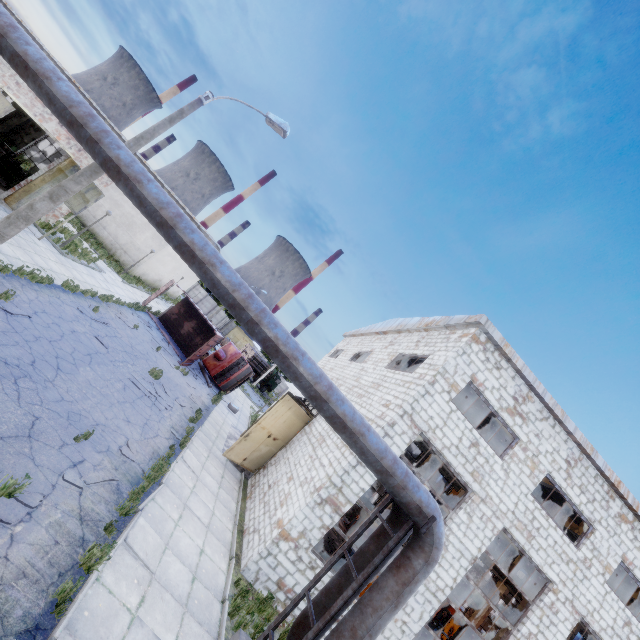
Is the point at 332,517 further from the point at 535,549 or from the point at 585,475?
the point at 585,475

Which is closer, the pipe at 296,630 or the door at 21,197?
the pipe at 296,630

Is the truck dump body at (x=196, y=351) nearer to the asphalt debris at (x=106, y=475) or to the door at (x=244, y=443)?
the door at (x=244, y=443)

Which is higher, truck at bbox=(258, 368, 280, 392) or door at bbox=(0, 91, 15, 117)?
door at bbox=(0, 91, 15, 117)

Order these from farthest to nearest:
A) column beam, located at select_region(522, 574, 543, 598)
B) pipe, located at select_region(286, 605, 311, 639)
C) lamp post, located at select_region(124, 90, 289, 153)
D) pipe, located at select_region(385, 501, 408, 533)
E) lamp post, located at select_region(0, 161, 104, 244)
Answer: column beam, located at select_region(522, 574, 543, 598) → lamp post, located at select_region(124, 90, 289, 153) → lamp post, located at select_region(0, 161, 104, 244) → pipe, located at select_region(385, 501, 408, 533) → pipe, located at select_region(286, 605, 311, 639)

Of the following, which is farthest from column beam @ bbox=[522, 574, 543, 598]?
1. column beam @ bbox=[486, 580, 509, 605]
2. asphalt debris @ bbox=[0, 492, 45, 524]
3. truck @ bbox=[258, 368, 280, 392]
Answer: truck @ bbox=[258, 368, 280, 392]

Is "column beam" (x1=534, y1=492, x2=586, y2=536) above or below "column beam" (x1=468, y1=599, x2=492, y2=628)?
above

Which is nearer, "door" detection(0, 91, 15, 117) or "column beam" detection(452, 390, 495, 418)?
"door" detection(0, 91, 15, 117)
